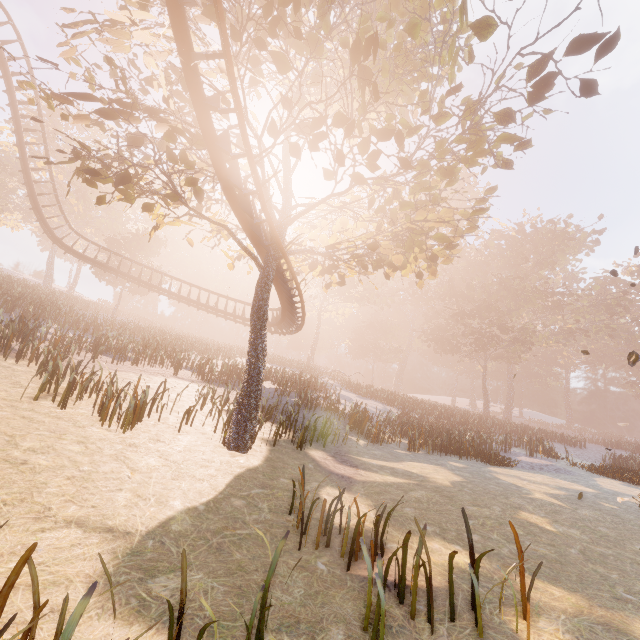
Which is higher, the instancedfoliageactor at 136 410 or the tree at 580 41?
the tree at 580 41

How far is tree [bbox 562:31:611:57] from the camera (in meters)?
7.07

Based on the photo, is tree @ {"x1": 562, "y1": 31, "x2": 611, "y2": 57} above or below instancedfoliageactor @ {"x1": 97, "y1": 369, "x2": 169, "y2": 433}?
above

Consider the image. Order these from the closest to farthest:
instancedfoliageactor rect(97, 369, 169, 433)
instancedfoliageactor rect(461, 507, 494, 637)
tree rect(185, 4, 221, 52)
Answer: instancedfoliageactor rect(461, 507, 494, 637) < tree rect(185, 4, 221, 52) < instancedfoliageactor rect(97, 369, 169, 433)

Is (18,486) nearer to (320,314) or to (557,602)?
(557,602)

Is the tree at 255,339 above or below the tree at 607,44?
below

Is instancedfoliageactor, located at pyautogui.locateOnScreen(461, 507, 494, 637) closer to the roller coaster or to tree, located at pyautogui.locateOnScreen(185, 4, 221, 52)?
tree, located at pyautogui.locateOnScreen(185, 4, 221, 52)

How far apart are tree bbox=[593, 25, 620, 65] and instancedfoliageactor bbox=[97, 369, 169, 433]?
14.1 meters
